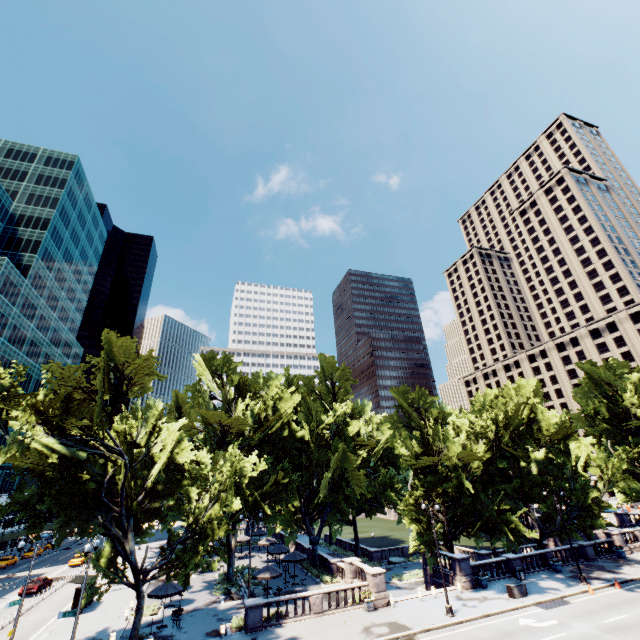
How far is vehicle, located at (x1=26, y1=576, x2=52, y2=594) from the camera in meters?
36.1

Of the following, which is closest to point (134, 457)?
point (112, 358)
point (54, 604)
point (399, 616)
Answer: point (54, 604)

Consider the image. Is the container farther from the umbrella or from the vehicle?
the vehicle

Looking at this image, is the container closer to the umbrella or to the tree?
the tree

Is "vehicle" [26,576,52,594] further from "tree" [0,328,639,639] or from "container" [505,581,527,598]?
"container" [505,581,527,598]

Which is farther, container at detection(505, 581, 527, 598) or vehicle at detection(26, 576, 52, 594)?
vehicle at detection(26, 576, 52, 594)

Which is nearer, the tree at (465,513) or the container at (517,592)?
the tree at (465,513)

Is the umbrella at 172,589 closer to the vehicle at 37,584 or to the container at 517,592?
the vehicle at 37,584
